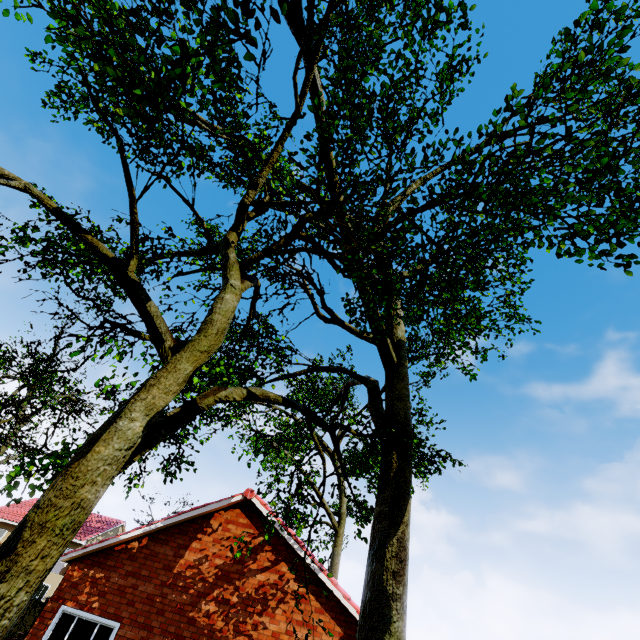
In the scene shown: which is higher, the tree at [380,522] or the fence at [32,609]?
the tree at [380,522]

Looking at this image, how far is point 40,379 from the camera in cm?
4506

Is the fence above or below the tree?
below

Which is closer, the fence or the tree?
the tree

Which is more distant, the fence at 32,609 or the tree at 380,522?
Result: the fence at 32,609
